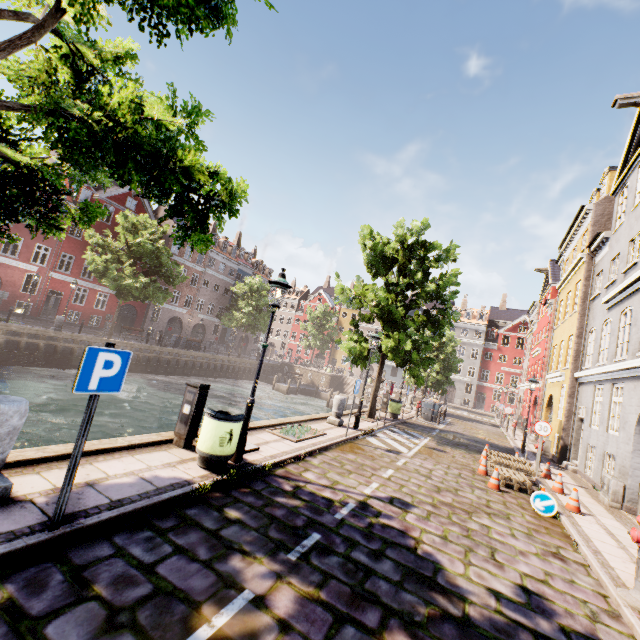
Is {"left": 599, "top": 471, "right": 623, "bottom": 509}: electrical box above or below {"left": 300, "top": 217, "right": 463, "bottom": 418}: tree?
below

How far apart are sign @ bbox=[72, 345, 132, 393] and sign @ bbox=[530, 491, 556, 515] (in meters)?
A: 9.33

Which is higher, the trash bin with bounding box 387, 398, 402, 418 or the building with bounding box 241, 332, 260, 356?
the building with bounding box 241, 332, 260, 356

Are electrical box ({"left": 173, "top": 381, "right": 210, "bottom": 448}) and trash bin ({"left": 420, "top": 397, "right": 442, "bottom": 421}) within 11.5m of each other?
no

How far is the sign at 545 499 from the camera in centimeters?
766cm

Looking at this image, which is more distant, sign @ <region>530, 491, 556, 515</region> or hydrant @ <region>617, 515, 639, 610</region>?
sign @ <region>530, 491, 556, 515</region>

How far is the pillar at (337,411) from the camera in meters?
12.1 m

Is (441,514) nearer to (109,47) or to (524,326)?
(109,47)
